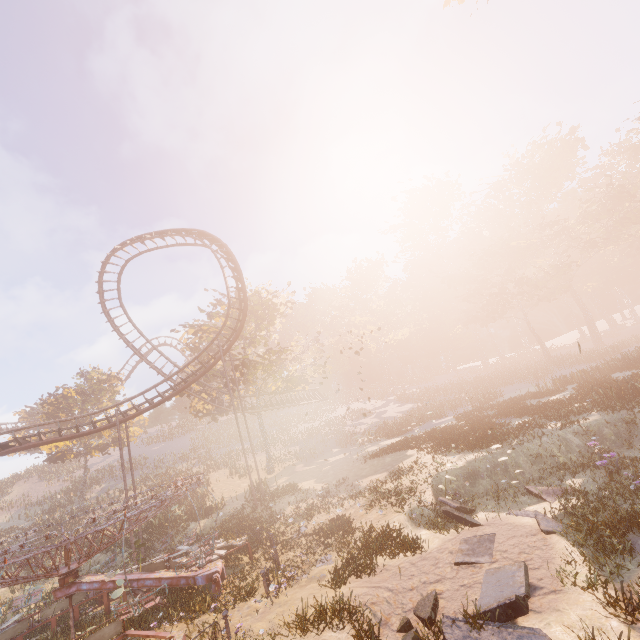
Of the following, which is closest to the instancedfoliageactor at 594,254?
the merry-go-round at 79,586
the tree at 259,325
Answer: the merry-go-round at 79,586

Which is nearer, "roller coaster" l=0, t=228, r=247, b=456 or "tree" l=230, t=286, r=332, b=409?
"roller coaster" l=0, t=228, r=247, b=456

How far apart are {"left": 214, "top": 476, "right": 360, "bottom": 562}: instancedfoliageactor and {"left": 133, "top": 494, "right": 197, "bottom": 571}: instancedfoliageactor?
11.4m

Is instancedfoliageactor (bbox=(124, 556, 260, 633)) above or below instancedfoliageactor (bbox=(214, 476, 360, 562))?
below

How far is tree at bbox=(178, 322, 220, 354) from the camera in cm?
3212

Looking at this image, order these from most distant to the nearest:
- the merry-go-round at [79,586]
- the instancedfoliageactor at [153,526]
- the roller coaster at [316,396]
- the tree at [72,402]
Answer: the tree at [72,402] < the roller coaster at [316,396] < the instancedfoliageactor at [153,526] < the merry-go-round at [79,586]

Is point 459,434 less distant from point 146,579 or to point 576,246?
point 146,579

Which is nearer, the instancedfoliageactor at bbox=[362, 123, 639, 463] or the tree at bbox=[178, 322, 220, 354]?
the instancedfoliageactor at bbox=[362, 123, 639, 463]
